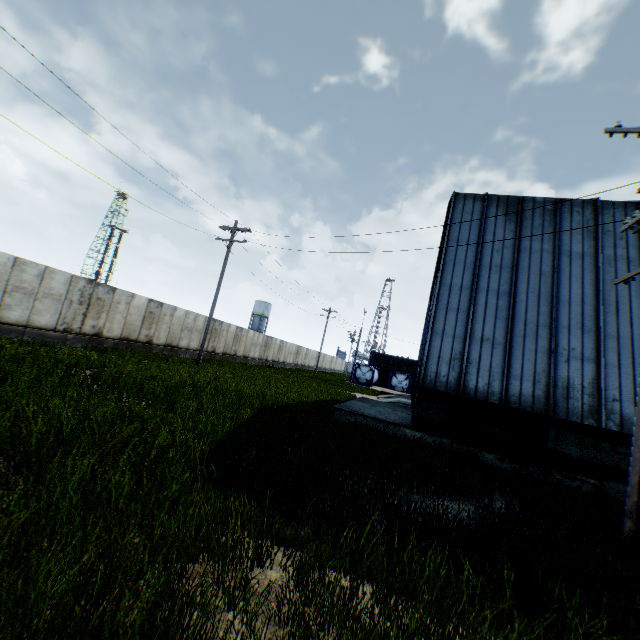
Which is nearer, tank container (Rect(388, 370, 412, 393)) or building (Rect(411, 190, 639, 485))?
building (Rect(411, 190, 639, 485))

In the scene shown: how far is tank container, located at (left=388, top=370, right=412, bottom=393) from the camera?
44.3 meters

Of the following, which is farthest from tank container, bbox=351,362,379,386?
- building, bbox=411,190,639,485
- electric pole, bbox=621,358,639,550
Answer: electric pole, bbox=621,358,639,550

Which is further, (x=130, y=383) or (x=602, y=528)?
(x=130, y=383)

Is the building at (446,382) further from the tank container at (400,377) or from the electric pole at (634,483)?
the tank container at (400,377)

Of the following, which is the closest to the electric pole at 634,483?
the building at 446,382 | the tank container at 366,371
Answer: the building at 446,382

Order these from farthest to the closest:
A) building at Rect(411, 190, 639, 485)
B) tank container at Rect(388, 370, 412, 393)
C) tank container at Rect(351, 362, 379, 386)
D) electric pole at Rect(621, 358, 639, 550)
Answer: tank container at Rect(351, 362, 379, 386) → tank container at Rect(388, 370, 412, 393) → building at Rect(411, 190, 639, 485) → electric pole at Rect(621, 358, 639, 550)
